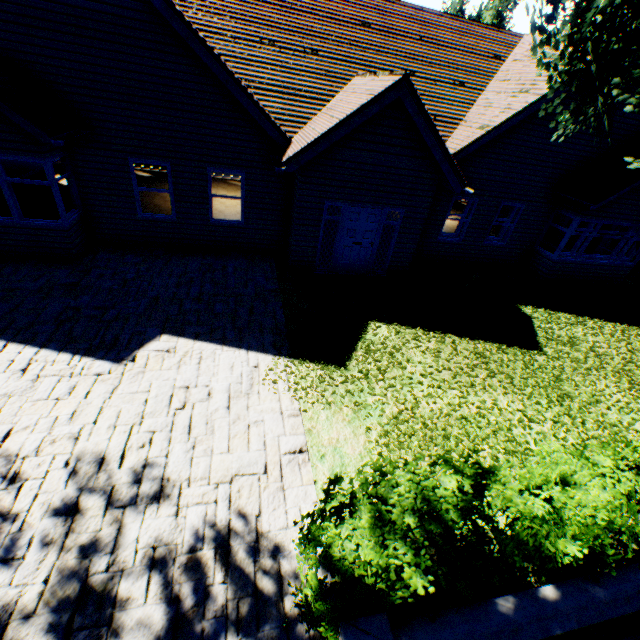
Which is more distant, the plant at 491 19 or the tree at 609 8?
the plant at 491 19

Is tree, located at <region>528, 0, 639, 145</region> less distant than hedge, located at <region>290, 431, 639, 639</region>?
No

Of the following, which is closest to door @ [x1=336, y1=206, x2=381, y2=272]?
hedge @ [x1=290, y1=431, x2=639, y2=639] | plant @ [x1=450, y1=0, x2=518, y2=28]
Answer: hedge @ [x1=290, y1=431, x2=639, y2=639]

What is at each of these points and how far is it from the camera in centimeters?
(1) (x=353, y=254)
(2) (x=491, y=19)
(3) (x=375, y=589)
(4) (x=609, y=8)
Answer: (1) door, 1037cm
(2) plant, 5406cm
(3) hedge, 251cm
(4) tree, 532cm

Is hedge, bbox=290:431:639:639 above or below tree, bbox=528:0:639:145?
below

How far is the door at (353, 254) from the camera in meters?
9.6

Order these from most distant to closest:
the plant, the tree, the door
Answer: the plant < the door < the tree

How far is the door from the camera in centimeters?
962cm
